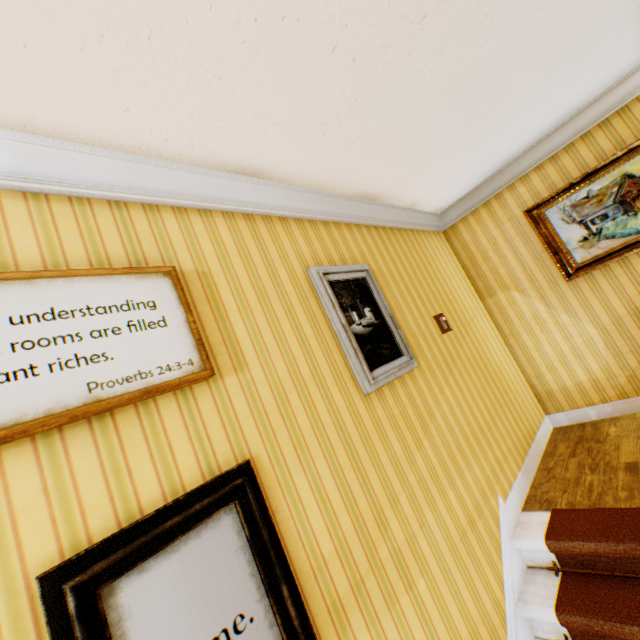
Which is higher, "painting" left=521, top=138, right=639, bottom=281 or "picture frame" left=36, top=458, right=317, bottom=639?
"painting" left=521, top=138, right=639, bottom=281

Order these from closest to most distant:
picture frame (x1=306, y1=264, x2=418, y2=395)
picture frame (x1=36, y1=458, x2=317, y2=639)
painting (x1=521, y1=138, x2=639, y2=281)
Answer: picture frame (x1=36, y1=458, x2=317, y2=639), picture frame (x1=306, y1=264, x2=418, y2=395), painting (x1=521, y1=138, x2=639, y2=281)

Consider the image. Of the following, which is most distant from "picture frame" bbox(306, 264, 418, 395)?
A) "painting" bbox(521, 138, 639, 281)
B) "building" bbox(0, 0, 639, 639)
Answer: "painting" bbox(521, 138, 639, 281)

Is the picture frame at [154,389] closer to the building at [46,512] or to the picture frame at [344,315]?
the building at [46,512]

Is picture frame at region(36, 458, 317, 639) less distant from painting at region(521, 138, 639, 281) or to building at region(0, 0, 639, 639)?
building at region(0, 0, 639, 639)

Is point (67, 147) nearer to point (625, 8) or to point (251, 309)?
point (251, 309)

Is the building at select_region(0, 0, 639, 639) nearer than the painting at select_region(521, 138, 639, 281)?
Yes

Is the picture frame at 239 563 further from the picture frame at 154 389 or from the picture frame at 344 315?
the picture frame at 344 315
